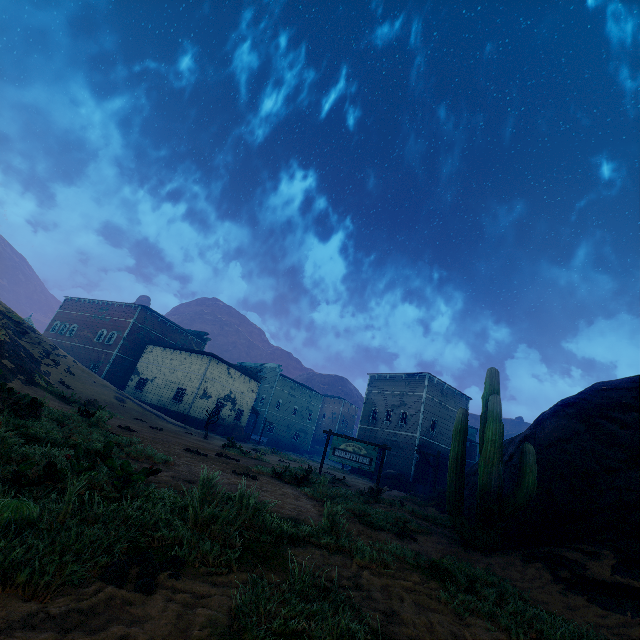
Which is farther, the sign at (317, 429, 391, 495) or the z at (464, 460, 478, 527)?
the sign at (317, 429, 391, 495)

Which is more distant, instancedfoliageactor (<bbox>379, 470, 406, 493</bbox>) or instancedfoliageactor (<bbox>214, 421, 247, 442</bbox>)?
instancedfoliageactor (<bbox>214, 421, 247, 442</bbox>)

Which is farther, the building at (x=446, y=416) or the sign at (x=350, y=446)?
the building at (x=446, y=416)

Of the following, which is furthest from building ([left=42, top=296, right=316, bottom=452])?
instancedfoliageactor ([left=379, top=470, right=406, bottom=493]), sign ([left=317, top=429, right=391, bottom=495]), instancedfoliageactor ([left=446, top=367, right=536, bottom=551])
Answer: instancedfoliageactor ([left=446, top=367, right=536, bottom=551])

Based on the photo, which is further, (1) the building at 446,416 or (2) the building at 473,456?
(2) the building at 473,456

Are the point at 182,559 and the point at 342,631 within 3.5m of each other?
yes

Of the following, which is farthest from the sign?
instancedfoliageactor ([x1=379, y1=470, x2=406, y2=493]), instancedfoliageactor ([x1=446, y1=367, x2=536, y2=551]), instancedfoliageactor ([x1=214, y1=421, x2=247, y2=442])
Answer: instancedfoliageactor ([x1=214, y1=421, x2=247, y2=442])

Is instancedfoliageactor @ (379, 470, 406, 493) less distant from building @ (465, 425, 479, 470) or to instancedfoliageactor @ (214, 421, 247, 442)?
building @ (465, 425, 479, 470)
